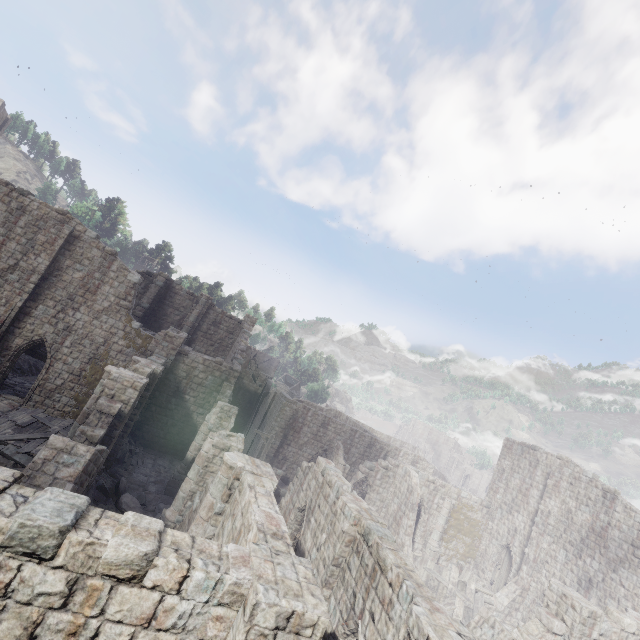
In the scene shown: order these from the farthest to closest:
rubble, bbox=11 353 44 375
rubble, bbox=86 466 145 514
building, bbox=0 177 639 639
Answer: rubble, bbox=11 353 44 375 → rubble, bbox=86 466 145 514 → building, bbox=0 177 639 639

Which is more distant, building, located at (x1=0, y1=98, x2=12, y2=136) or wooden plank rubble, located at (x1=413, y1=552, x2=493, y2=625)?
building, located at (x1=0, y1=98, x2=12, y2=136)

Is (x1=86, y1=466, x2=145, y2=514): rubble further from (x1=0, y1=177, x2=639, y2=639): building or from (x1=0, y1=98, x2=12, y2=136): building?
(x1=0, y1=98, x2=12, y2=136): building

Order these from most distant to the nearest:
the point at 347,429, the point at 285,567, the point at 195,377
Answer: the point at 347,429
the point at 195,377
the point at 285,567

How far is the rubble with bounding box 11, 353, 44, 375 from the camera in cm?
2464

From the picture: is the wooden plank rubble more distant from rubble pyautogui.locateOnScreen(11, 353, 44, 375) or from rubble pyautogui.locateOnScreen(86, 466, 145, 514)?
rubble pyautogui.locateOnScreen(11, 353, 44, 375)

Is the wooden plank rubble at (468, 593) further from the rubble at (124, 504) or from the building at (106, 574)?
the rubble at (124, 504)

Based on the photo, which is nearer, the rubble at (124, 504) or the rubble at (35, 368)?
the rubble at (124, 504)
